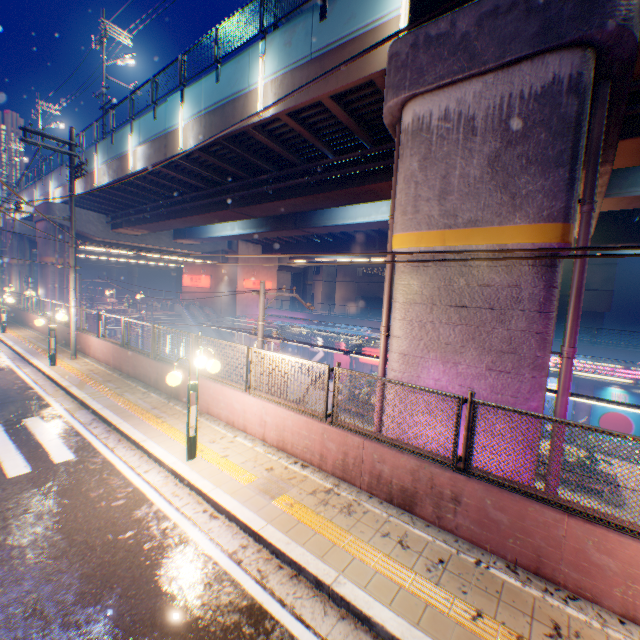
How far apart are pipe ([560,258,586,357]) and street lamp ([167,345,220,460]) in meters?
6.7 m

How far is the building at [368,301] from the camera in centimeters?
5462cm

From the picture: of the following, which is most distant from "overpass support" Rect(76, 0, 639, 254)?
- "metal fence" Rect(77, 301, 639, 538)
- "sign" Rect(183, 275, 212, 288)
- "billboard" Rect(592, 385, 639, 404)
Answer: "billboard" Rect(592, 385, 639, 404)

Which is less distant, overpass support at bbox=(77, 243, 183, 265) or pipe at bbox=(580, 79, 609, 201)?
pipe at bbox=(580, 79, 609, 201)

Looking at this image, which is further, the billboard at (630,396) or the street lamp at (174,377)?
the billboard at (630,396)

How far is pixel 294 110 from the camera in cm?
1005

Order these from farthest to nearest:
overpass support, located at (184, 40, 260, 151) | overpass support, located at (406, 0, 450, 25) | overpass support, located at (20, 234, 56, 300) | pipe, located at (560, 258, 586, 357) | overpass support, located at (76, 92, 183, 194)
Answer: overpass support, located at (20, 234, 56, 300)
overpass support, located at (76, 92, 183, 194)
overpass support, located at (184, 40, 260, 151)
overpass support, located at (406, 0, 450, 25)
pipe, located at (560, 258, 586, 357)
